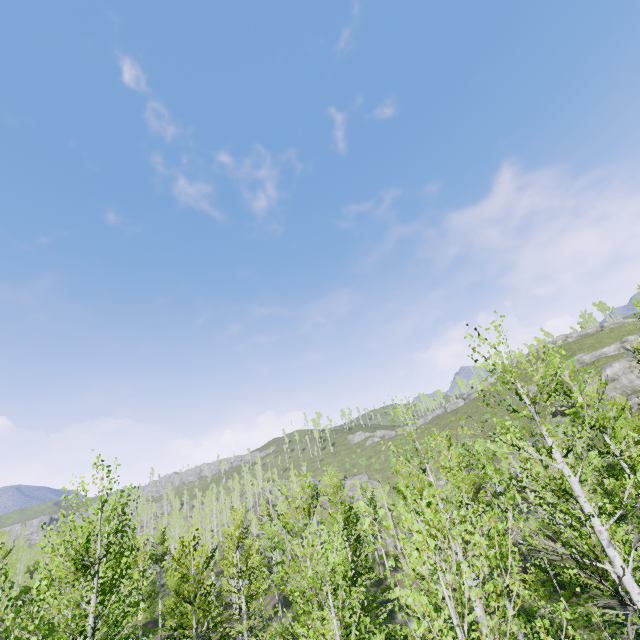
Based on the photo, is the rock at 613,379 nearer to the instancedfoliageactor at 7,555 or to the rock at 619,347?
the rock at 619,347

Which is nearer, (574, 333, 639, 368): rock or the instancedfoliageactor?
the instancedfoliageactor

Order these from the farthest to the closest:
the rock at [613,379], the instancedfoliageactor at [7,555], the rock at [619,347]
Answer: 1. the rock at [619,347]
2. the rock at [613,379]
3. the instancedfoliageactor at [7,555]

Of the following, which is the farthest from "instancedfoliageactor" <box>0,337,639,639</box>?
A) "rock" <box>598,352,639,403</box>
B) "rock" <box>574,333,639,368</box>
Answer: "rock" <box>574,333,639,368</box>

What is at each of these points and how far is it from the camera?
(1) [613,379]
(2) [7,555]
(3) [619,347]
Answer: (1) rock, 40.7 meters
(2) instancedfoliageactor, 31.6 meters
(3) rock, 50.1 meters

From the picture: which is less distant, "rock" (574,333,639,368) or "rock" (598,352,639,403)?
"rock" (598,352,639,403)

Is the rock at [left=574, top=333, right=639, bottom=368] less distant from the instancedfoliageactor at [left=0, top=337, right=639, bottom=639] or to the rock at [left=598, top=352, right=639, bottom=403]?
the rock at [left=598, top=352, right=639, bottom=403]

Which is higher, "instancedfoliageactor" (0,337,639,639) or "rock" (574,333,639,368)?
"rock" (574,333,639,368)
